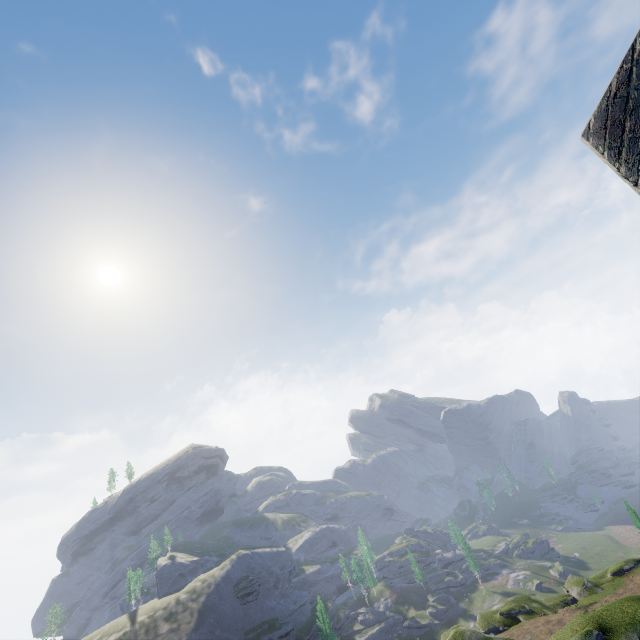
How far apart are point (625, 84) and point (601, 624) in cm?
3878
